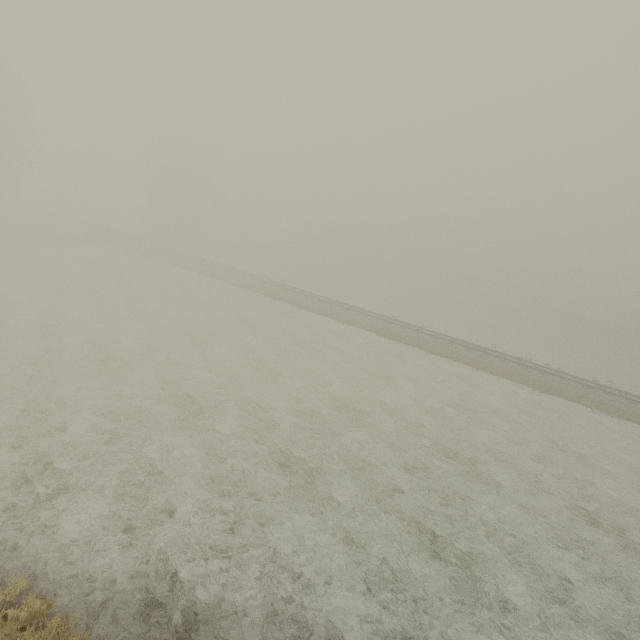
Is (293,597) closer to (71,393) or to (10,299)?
(71,393)
